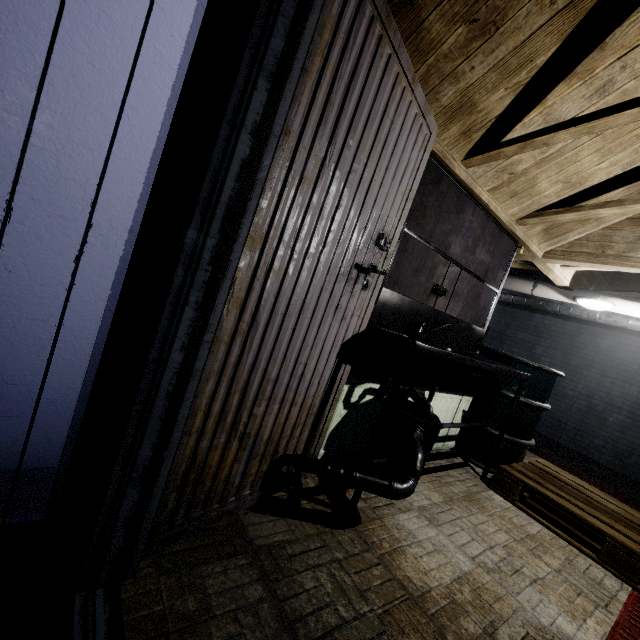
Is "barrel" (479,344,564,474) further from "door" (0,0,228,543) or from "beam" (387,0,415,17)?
"door" (0,0,228,543)

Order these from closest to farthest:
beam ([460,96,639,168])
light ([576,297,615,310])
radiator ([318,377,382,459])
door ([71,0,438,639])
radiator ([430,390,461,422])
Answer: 1. door ([71,0,438,639])
2. beam ([460,96,639,168])
3. radiator ([318,377,382,459])
4. radiator ([430,390,461,422])
5. light ([576,297,615,310])

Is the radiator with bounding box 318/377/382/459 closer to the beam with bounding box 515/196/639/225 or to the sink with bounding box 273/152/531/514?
the sink with bounding box 273/152/531/514

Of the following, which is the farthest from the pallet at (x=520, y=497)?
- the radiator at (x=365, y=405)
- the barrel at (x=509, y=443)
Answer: the radiator at (x=365, y=405)

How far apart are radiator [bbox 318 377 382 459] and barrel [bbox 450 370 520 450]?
1.1 meters

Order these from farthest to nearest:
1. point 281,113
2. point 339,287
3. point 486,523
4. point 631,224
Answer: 1. point 631,224
2. point 486,523
3. point 339,287
4. point 281,113

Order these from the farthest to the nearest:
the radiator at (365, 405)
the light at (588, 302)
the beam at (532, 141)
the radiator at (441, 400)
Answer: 1. the light at (588, 302)
2. the radiator at (441, 400)
3. the radiator at (365, 405)
4. the beam at (532, 141)

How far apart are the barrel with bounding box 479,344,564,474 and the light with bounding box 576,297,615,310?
1.0m
